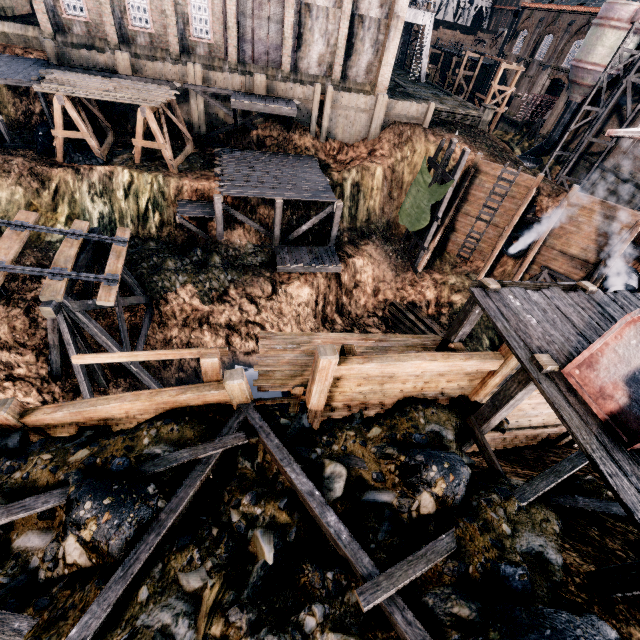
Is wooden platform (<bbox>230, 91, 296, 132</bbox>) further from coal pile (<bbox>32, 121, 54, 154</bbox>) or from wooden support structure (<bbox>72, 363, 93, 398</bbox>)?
wooden support structure (<bbox>72, 363, 93, 398</bbox>)

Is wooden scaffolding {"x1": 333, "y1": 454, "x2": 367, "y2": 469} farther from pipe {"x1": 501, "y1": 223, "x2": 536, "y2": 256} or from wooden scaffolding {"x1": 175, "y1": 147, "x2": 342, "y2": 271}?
wooden scaffolding {"x1": 175, "y1": 147, "x2": 342, "y2": 271}

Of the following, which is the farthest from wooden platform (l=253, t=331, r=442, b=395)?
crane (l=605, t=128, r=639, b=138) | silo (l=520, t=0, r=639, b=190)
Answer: silo (l=520, t=0, r=639, b=190)

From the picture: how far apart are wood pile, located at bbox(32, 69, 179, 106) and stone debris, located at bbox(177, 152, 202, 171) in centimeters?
346cm

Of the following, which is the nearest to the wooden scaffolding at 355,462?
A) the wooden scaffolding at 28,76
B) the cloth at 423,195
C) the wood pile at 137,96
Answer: the cloth at 423,195

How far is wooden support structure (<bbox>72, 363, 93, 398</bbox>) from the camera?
14.7 meters

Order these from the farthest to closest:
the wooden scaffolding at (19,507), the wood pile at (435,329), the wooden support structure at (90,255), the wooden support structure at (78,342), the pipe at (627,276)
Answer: the wood pile at (435,329)
the pipe at (627,276)
the wooden support structure at (90,255)
the wooden support structure at (78,342)
the wooden scaffolding at (19,507)

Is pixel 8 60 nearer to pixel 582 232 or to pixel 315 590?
pixel 315 590
